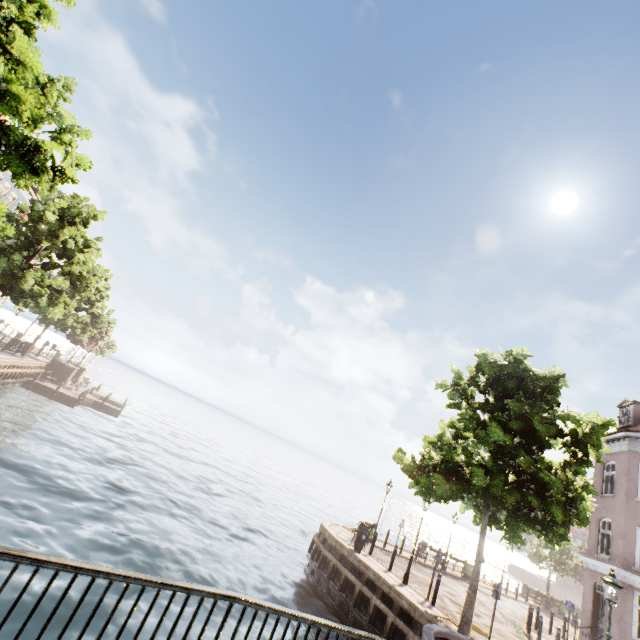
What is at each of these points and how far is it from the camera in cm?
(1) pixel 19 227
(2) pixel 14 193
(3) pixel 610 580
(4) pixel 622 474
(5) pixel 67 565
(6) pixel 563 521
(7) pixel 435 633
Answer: (1) tree, 1938
(2) building, 2989
(3) street light, 937
(4) building, 1669
(5) bridge, 323
(6) tree, 1132
(7) bridge, 709

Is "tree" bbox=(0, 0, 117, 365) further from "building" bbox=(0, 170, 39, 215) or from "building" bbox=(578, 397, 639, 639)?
"building" bbox=(0, 170, 39, 215)

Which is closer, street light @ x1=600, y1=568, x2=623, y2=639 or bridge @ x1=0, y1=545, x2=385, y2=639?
bridge @ x1=0, y1=545, x2=385, y2=639

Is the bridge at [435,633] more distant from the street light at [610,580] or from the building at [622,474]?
the building at [622,474]

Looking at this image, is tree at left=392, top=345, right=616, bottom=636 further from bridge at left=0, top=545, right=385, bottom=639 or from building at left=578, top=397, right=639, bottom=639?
building at left=578, top=397, right=639, bottom=639

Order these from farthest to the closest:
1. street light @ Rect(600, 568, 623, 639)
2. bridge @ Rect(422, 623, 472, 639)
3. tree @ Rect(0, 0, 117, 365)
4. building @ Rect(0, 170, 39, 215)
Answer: building @ Rect(0, 170, 39, 215)
street light @ Rect(600, 568, 623, 639)
tree @ Rect(0, 0, 117, 365)
bridge @ Rect(422, 623, 472, 639)

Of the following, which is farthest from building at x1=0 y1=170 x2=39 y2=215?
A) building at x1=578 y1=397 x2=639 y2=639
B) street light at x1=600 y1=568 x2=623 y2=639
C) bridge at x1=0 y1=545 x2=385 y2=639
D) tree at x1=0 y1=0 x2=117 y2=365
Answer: building at x1=578 y1=397 x2=639 y2=639

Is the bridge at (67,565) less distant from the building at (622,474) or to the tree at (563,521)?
the tree at (563,521)
